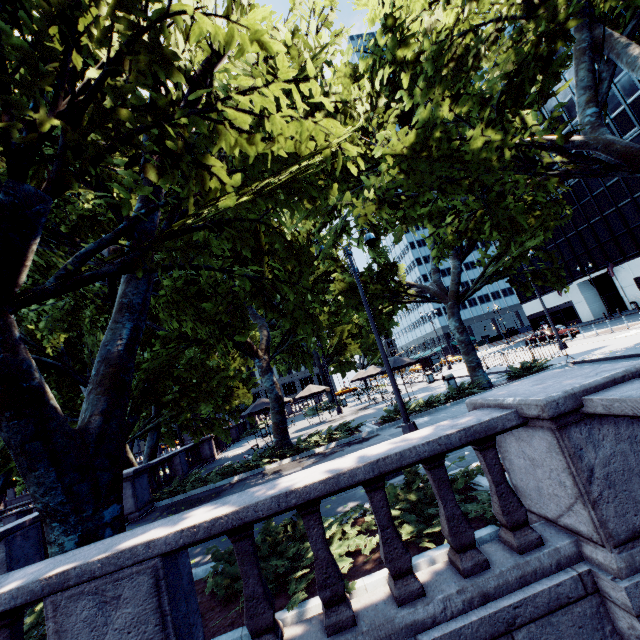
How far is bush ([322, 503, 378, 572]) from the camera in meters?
4.0

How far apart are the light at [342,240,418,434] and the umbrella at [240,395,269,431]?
10.22m

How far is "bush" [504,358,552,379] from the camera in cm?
1528

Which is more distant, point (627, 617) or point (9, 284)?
point (9, 284)

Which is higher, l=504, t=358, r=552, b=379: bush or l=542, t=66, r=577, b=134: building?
l=542, t=66, r=577, b=134: building

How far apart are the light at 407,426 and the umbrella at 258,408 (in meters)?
10.22

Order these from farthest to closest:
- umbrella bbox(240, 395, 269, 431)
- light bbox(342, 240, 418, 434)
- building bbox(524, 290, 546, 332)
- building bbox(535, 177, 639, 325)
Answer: building bbox(524, 290, 546, 332) < building bbox(535, 177, 639, 325) < umbrella bbox(240, 395, 269, 431) < light bbox(342, 240, 418, 434)

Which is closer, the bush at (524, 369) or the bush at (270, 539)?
the bush at (270, 539)
